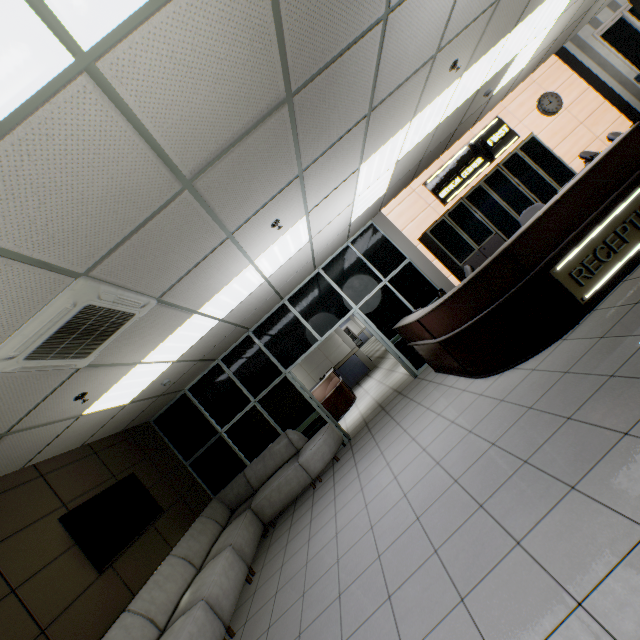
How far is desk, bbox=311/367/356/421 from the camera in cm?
966

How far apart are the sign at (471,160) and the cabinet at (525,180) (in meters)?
0.18

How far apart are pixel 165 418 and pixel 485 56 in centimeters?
873cm

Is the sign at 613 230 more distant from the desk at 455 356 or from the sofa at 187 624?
the sofa at 187 624

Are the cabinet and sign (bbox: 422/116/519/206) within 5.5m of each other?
yes

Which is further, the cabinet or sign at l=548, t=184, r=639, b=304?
the cabinet

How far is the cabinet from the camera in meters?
6.8 m

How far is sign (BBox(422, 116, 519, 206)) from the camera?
7.4m
